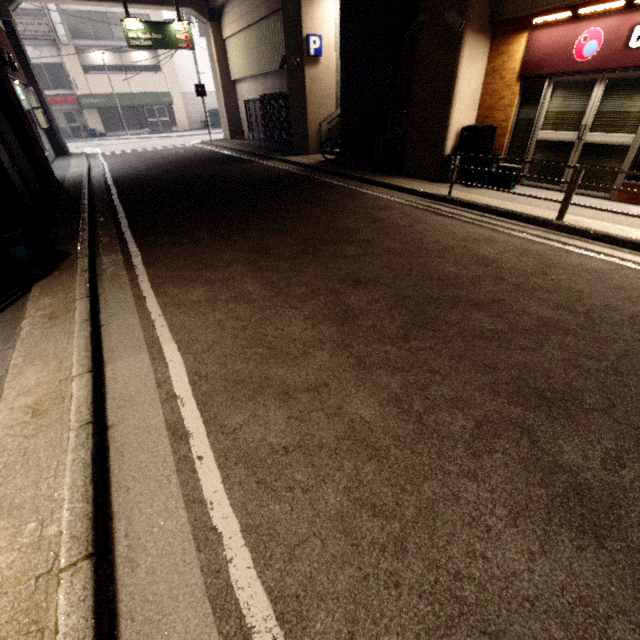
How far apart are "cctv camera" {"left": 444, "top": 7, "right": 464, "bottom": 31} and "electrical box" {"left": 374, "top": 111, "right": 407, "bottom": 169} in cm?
210

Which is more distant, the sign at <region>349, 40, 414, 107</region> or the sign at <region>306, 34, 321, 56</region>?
the sign at <region>306, 34, 321, 56</region>

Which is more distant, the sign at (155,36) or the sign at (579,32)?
the sign at (155,36)

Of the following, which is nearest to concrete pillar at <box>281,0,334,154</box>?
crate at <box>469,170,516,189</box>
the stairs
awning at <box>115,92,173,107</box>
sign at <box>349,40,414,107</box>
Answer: the stairs

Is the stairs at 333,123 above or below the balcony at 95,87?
below

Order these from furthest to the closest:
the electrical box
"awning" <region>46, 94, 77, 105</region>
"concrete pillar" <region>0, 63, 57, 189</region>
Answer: "awning" <region>46, 94, 77, 105</region>, the electrical box, "concrete pillar" <region>0, 63, 57, 189</region>

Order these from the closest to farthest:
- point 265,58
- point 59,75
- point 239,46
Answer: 1. point 265,58
2. point 239,46
3. point 59,75

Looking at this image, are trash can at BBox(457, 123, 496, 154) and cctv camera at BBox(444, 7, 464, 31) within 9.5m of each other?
yes
